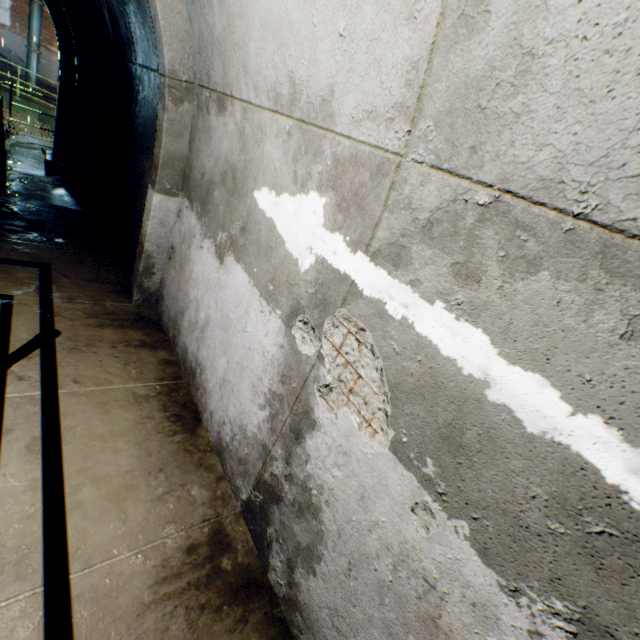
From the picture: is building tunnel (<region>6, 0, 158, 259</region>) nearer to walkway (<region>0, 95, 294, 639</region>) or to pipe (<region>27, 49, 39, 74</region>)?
walkway (<region>0, 95, 294, 639</region>)

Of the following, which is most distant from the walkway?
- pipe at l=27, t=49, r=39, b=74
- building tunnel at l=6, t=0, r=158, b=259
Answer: pipe at l=27, t=49, r=39, b=74

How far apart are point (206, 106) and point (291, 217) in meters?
1.6 m

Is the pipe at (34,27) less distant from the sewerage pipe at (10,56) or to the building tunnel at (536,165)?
the sewerage pipe at (10,56)

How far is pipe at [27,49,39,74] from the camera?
15.79m

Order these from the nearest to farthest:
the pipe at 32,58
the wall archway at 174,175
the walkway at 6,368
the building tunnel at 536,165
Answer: the building tunnel at 536,165 < the walkway at 6,368 < the wall archway at 174,175 < the pipe at 32,58

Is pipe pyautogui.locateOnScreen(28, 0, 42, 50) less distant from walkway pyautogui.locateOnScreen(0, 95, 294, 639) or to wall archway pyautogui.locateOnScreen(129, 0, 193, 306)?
walkway pyautogui.locateOnScreen(0, 95, 294, 639)

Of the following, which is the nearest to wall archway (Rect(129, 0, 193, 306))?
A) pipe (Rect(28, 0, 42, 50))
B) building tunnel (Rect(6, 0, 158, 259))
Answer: building tunnel (Rect(6, 0, 158, 259))
